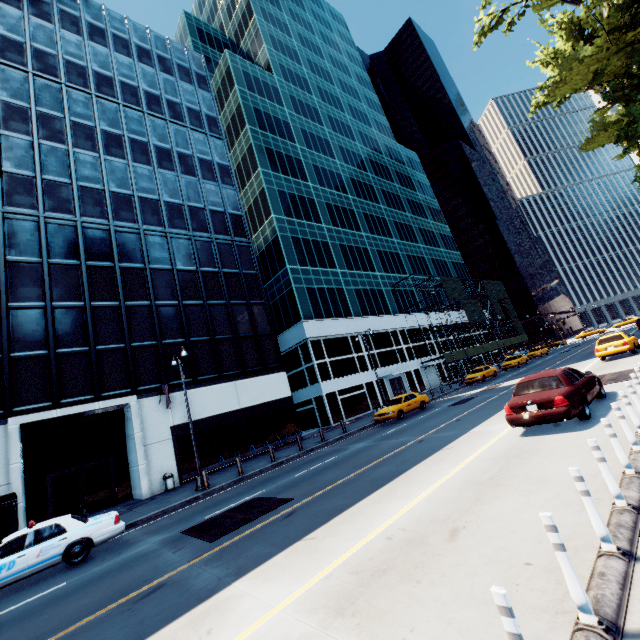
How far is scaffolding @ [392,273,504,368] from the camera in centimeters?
4556cm

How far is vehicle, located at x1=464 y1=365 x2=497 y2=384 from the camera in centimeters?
3278cm

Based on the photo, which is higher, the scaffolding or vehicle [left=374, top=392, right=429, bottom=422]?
the scaffolding

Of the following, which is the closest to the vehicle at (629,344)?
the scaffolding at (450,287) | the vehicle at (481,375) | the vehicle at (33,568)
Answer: the vehicle at (481,375)

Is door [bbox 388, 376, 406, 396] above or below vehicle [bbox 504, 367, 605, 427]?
above

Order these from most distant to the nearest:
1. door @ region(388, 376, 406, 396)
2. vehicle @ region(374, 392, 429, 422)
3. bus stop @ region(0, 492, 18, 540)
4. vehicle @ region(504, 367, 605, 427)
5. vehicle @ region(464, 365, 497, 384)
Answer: door @ region(388, 376, 406, 396) < vehicle @ region(464, 365, 497, 384) < vehicle @ region(374, 392, 429, 422) < bus stop @ region(0, 492, 18, 540) < vehicle @ region(504, 367, 605, 427)

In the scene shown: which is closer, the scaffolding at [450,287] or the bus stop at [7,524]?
the bus stop at [7,524]

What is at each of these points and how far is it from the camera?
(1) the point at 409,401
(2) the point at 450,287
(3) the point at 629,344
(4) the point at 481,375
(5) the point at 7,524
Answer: (1) vehicle, 23.38m
(2) scaffolding, 50.34m
(3) vehicle, 19.69m
(4) vehicle, 32.84m
(5) bus stop, 12.46m
